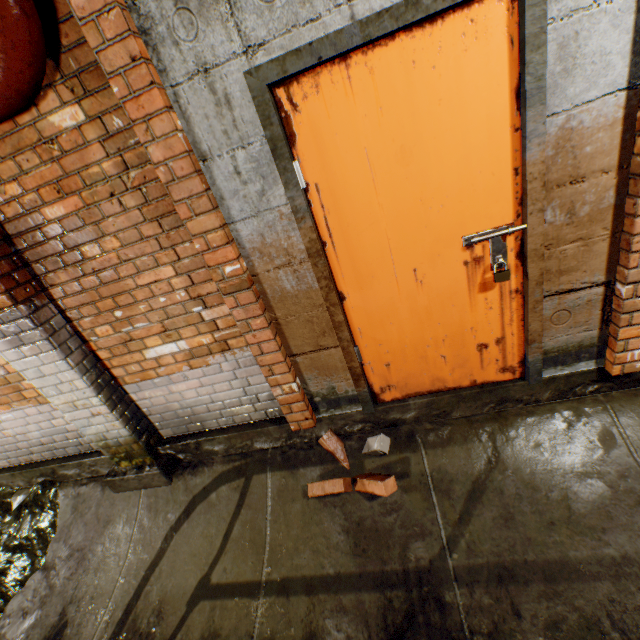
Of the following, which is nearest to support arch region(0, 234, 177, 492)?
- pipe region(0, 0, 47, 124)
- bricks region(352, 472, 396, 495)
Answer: pipe region(0, 0, 47, 124)

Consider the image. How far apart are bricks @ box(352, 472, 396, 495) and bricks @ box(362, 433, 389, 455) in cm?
15

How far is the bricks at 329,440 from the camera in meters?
2.5

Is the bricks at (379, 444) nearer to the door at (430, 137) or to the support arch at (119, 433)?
the door at (430, 137)

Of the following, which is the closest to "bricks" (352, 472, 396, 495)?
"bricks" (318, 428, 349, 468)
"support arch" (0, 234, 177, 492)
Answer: "bricks" (318, 428, 349, 468)

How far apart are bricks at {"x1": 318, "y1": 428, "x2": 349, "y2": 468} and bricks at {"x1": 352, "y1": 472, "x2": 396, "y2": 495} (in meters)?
0.12

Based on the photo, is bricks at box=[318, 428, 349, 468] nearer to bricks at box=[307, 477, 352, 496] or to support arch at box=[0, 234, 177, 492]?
bricks at box=[307, 477, 352, 496]

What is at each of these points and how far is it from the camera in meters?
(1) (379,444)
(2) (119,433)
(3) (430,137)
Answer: (1) bricks, 2.4 m
(2) support arch, 2.7 m
(3) door, 1.6 m
